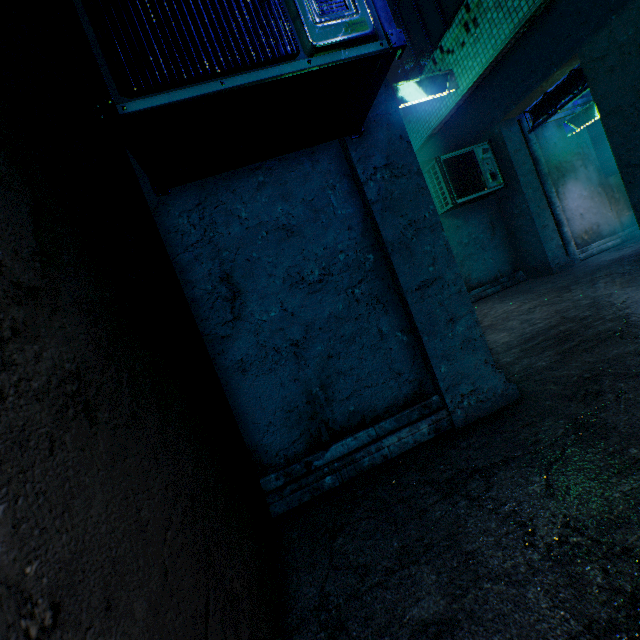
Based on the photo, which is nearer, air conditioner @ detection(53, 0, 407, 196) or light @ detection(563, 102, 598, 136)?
air conditioner @ detection(53, 0, 407, 196)

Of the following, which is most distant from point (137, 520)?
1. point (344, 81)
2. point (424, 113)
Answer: point (424, 113)

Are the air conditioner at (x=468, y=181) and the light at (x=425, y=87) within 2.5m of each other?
yes

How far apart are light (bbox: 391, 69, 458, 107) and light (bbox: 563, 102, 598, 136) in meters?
3.1

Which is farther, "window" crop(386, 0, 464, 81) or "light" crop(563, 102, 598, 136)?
"light" crop(563, 102, 598, 136)

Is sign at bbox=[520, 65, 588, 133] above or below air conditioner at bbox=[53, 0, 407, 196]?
above

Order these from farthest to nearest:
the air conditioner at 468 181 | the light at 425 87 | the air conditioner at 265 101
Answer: the air conditioner at 468 181 → the light at 425 87 → the air conditioner at 265 101

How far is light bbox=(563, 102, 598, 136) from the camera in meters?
5.9
